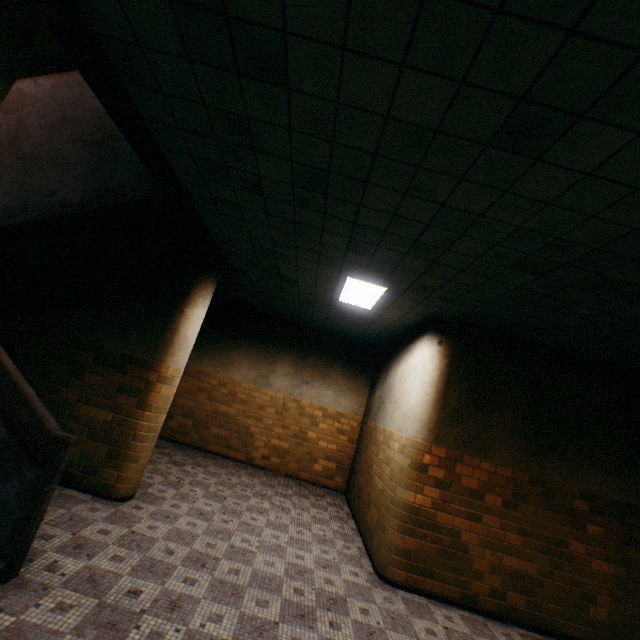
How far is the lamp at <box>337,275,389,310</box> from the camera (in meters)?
4.84

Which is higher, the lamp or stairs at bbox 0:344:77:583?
the lamp

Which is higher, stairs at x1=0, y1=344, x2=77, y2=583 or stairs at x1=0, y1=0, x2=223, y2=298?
stairs at x1=0, y1=0, x2=223, y2=298

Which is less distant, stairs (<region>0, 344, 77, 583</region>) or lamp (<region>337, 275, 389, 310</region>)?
stairs (<region>0, 344, 77, 583</region>)

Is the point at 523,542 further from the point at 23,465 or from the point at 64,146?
the point at 64,146

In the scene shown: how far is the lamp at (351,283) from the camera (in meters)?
4.84

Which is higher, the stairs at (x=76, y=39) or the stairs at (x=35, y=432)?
the stairs at (x=76, y=39)
